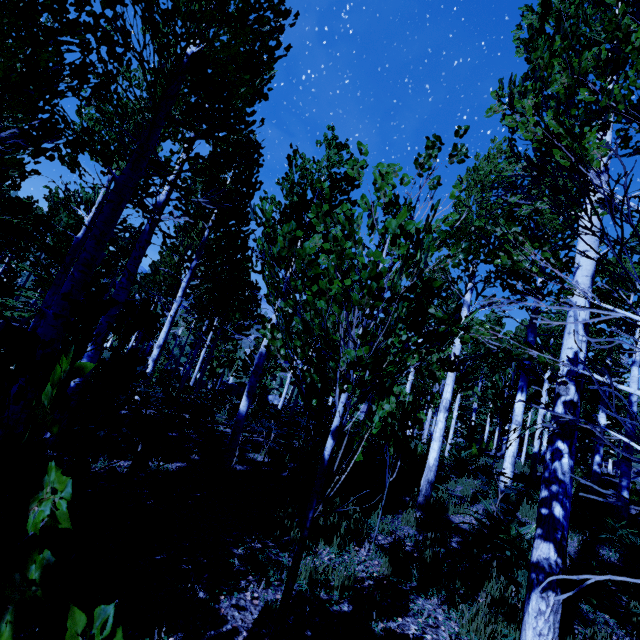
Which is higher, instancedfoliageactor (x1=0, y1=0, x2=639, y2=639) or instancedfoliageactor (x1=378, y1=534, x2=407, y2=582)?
instancedfoliageactor (x1=0, y1=0, x2=639, y2=639)

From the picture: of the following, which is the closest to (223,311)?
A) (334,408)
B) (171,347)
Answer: (334,408)

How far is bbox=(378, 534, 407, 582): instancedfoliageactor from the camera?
4.04m

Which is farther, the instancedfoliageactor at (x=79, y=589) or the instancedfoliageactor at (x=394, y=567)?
the instancedfoliageactor at (x=394, y=567)

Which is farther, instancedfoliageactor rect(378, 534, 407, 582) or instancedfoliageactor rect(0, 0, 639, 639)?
instancedfoliageactor rect(378, 534, 407, 582)
